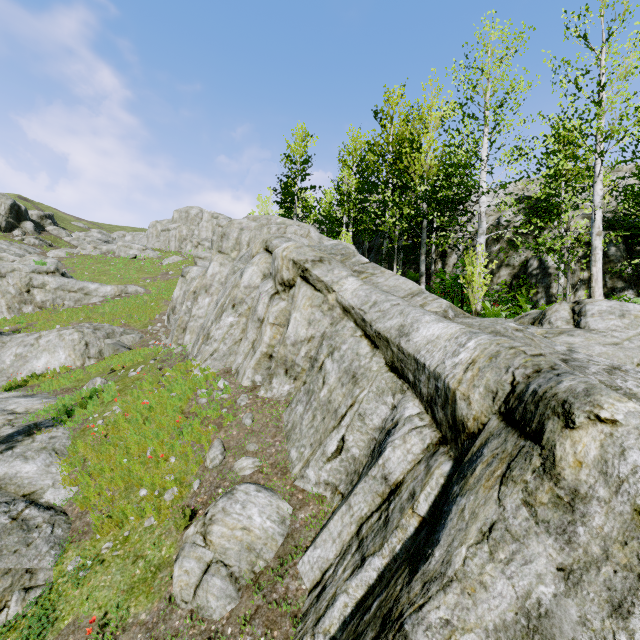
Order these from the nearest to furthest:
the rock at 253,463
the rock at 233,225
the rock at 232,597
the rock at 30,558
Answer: the rock at 233,225
the rock at 232,597
the rock at 30,558
the rock at 253,463

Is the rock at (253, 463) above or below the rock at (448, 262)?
below

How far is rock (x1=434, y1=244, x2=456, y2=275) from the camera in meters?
17.7

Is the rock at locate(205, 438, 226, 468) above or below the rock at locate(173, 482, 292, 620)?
above

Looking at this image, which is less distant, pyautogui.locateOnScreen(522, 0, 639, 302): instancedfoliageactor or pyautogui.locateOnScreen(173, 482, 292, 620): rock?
pyautogui.locateOnScreen(173, 482, 292, 620): rock

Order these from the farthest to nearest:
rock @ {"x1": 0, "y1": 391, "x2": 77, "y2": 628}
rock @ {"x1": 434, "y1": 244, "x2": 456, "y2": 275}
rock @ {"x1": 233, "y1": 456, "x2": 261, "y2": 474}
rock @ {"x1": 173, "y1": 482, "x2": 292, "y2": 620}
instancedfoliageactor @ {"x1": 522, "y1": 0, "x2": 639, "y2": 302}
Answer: rock @ {"x1": 434, "y1": 244, "x2": 456, "y2": 275}
instancedfoliageactor @ {"x1": 522, "y1": 0, "x2": 639, "y2": 302}
rock @ {"x1": 233, "y1": 456, "x2": 261, "y2": 474}
rock @ {"x1": 0, "y1": 391, "x2": 77, "y2": 628}
rock @ {"x1": 173, "y1": 482, "x2": 292, "y2": 620}

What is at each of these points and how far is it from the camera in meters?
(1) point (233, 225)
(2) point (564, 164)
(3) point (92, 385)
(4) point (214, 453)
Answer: (1) rock, 16.8
(2) instancedfoliageactor, 8.8
(3) rock, 12.1
(4) rock, 6.9
